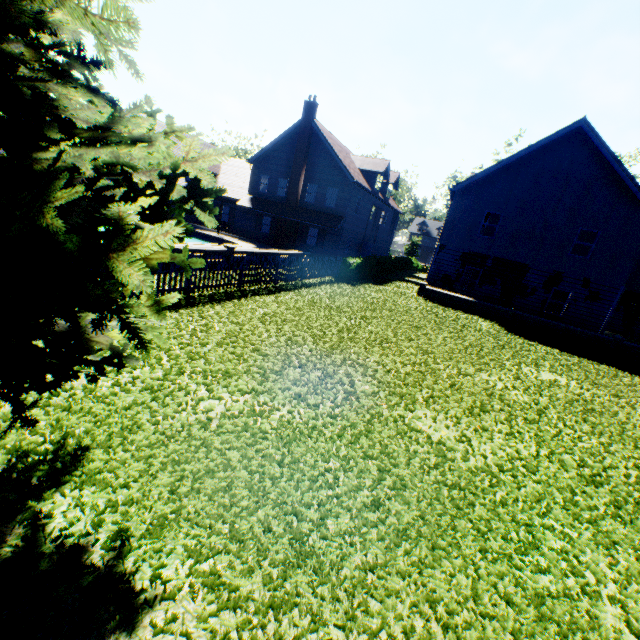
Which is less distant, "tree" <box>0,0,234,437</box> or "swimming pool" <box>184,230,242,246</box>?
"tree" <box>0,0,234,437</box>

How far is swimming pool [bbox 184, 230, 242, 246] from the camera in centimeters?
2184cm

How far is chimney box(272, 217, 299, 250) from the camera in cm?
2873

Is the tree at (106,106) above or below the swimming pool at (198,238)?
above

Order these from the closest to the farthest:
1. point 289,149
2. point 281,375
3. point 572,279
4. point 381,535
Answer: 1. point 381,535
2. point 281,375
3. point 572,279
4. point 289,149

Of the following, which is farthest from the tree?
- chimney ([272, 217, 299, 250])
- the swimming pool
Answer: chimney ([272, 217, 299, 250])

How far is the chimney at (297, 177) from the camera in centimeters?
2634cm

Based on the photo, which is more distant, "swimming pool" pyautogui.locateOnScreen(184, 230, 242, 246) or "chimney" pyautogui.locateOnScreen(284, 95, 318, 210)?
"chimney" pyautogui.locateOnScreen(284, 95, 318, 210)
